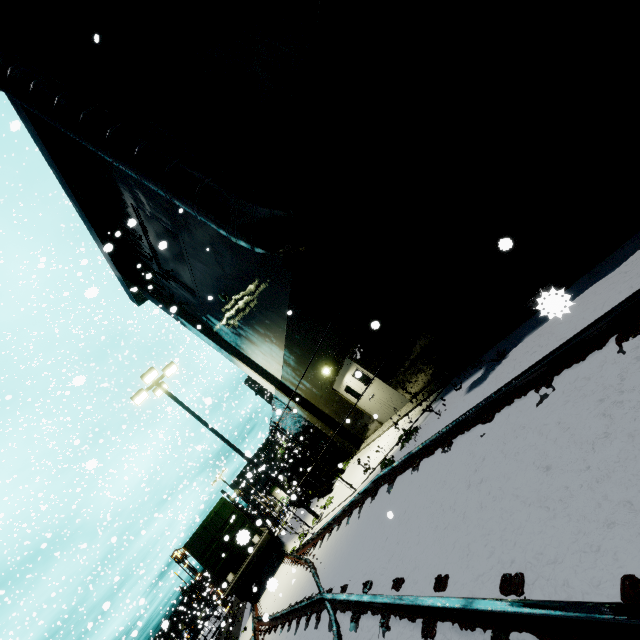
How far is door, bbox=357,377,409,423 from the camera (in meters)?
10.70

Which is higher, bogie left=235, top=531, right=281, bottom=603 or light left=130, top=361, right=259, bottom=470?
light left=130, top=361, right=259, bottom=470

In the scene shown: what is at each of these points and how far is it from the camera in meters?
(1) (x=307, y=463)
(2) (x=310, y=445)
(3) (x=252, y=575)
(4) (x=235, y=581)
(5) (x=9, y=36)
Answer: (1) ceiling beam support, 21.2 m
(2) ceiling beam support, 17.5 m
(3) bogie, 15.4 m
(4) flatcar, 13.9 m
(5) building, 9.0 m

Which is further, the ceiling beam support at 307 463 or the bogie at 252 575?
the ceiling beam support at 307 463

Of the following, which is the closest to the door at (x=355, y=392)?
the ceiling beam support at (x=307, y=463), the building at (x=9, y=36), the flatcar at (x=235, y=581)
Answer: the building at (x=9, y=36)

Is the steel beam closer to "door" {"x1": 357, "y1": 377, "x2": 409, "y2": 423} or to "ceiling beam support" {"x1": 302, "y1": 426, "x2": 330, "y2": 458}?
"ceiling beam support" {"x1": 302, "y1": 426, "x2": 330, "y2": 458}

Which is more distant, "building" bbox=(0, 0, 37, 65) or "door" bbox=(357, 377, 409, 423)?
"door" bbox=(357, 377, 409, 423)

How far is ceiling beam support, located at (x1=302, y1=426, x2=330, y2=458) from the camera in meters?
16.9
